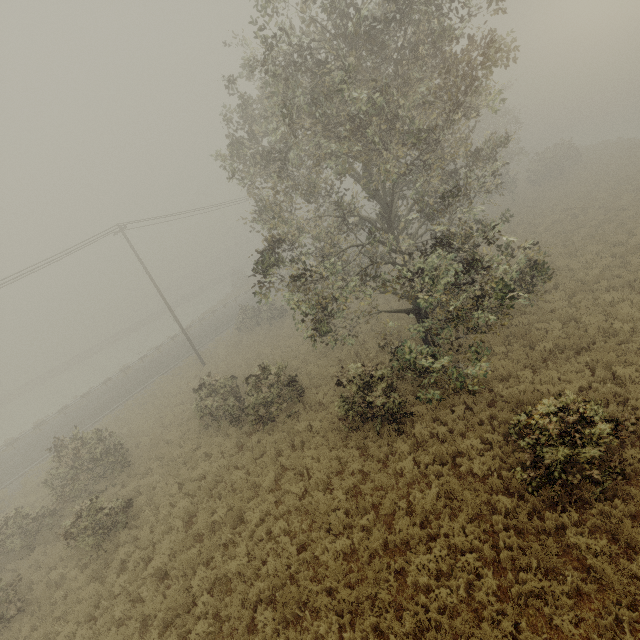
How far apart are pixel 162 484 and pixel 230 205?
24.5m
